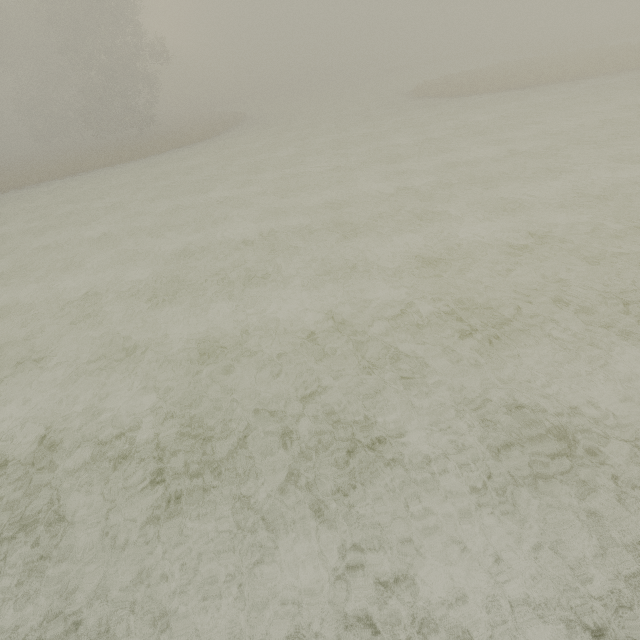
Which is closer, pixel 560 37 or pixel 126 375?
pixel 126 375
